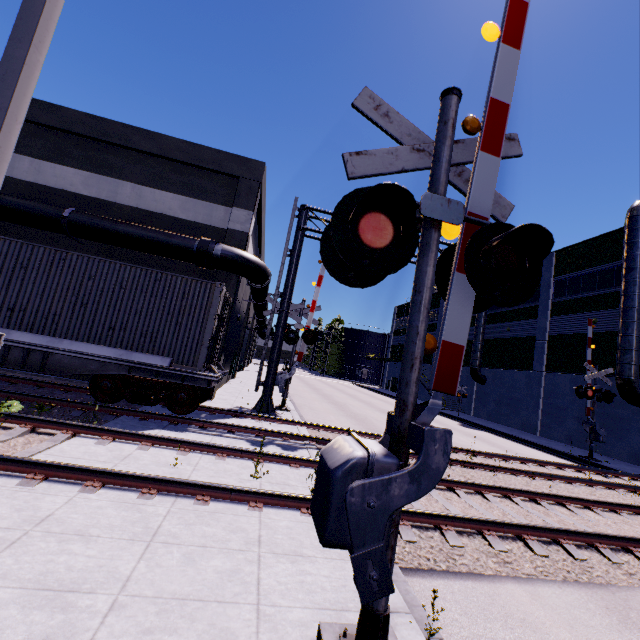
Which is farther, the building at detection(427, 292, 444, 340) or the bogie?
the building at detection(427, 292, 444, 340)

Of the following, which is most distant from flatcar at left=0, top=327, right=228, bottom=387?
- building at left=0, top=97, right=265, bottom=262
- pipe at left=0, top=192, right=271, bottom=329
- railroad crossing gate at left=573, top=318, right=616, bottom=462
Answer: railroad crossing gate at left=573, top=318, right=616, bottom=462

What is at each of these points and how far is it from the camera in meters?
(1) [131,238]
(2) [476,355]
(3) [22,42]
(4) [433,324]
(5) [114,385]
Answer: (1) pipe, 12.3
(2) vent duct, 31.7
(3) light, 2.8
(4) building, 43.9
(5) bogie, 8.7

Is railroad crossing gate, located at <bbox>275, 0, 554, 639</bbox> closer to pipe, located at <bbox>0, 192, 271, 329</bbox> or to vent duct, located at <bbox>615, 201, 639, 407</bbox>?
pipe, located at <bbox>0, 192, 271, 329</bbox>

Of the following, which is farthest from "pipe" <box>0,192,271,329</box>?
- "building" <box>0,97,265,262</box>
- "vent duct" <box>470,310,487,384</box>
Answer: "vent duct" <box>470,310,487,384</box>

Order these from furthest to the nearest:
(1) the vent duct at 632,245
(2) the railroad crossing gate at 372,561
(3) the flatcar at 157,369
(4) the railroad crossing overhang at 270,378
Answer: (1) the vent duct at 632,245, (4) the railroad crossing overhang at 270,378, (3) the flatcar at 157,369, (2) the railroad crossing gate at 372,561

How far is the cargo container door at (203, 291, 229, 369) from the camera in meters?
9.8

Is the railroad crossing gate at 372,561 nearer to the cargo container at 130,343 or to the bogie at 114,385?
the cargo container at 130,343
